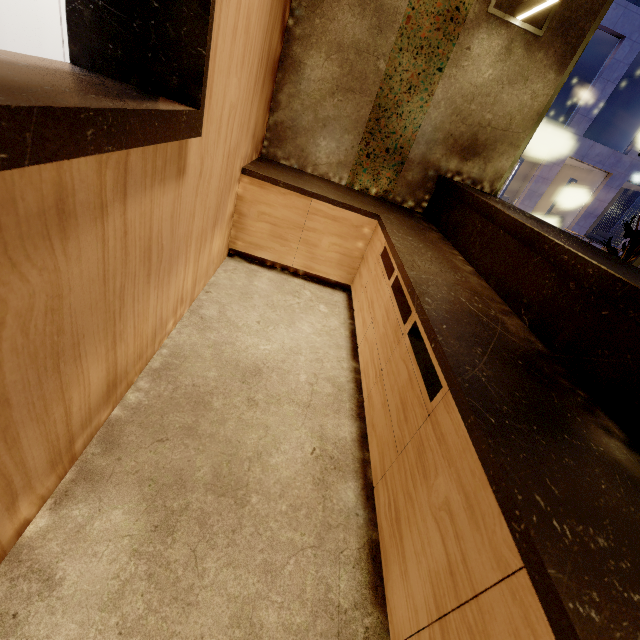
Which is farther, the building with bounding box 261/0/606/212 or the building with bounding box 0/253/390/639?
the building with bounding box 261/0/606/212

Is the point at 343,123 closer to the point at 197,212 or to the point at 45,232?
the point at 197,212

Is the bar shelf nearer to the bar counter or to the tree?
the bar counter

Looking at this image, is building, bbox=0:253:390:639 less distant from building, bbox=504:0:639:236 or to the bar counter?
the bar counter

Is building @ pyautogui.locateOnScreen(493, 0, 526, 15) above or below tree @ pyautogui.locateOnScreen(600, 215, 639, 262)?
above

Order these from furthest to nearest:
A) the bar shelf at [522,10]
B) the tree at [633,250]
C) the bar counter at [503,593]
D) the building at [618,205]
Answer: the building at [618,205], the tree at [633,250], the bar shelf at [522,10], the bar counter at [503,593]

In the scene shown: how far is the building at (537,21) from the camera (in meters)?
2.60

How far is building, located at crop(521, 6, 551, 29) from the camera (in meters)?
2.60
